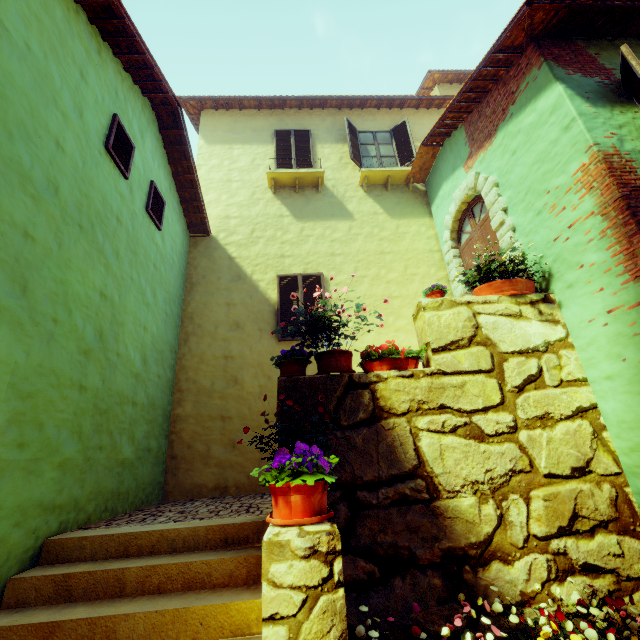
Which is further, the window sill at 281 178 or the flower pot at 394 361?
the window sill at 281 178

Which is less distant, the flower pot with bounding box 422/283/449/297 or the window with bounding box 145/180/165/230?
the flower pot with bounding box 422/283/449/297

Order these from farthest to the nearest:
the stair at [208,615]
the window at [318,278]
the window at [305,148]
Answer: the window at [305,148], the window at [318,278], the stair at [208,615]

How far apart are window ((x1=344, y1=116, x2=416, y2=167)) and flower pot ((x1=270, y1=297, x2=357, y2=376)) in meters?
6.3 m

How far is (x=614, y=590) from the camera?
3.3 meters

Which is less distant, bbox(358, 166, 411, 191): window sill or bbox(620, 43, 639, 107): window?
bbox(620, 43, 639, 107): window

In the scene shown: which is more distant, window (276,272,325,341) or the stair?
window (276,272,325,341)

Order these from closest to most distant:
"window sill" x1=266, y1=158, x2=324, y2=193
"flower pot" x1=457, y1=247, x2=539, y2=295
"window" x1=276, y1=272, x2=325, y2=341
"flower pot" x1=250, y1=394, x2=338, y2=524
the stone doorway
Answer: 1. "flower pot" x1=250, y1=394, x2=338, y2=524
2. "flower pot" x1=457, y1=247, x2=539, y2=295
3. the stone doorway
4. "window" x1=276, y1=272, x2=325, y2=341
5. "window sill" x1=266, y1=158, x2=324, y2=193
